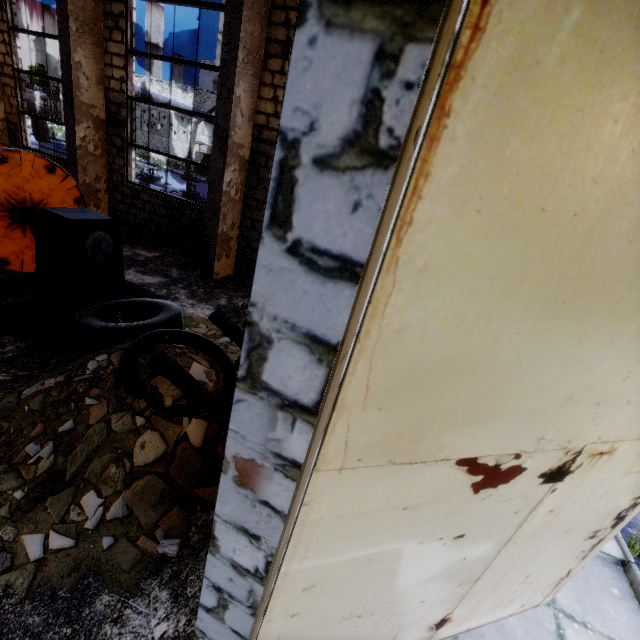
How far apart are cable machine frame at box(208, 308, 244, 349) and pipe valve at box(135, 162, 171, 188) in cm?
1188

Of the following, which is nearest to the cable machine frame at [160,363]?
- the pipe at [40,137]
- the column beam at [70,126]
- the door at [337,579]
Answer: the door at [337,579]

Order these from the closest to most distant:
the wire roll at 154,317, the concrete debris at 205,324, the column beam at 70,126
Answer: the wire roll at 154,317, the concrete debris at 205,324, the column beam at 70,126

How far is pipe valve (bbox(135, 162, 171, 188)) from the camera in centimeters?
1372cm

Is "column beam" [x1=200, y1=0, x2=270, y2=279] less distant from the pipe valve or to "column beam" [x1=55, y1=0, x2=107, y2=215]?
"column beam" [x1=55, y1=0, x2=107, y2=215]

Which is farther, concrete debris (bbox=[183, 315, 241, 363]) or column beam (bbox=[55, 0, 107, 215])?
column beam (bbox=[55, 0, 107, 215])

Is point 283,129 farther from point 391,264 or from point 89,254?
point 89,254

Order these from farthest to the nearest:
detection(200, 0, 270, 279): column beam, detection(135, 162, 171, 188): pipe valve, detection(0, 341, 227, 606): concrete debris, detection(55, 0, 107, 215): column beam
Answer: detection(135, 162, 171, 188): pipe valve < detection(55, 0, 107, 215): column beam < detection(200, 0, 270, 279): column beam < detection(0, 341, 227, 606): concrete debris
